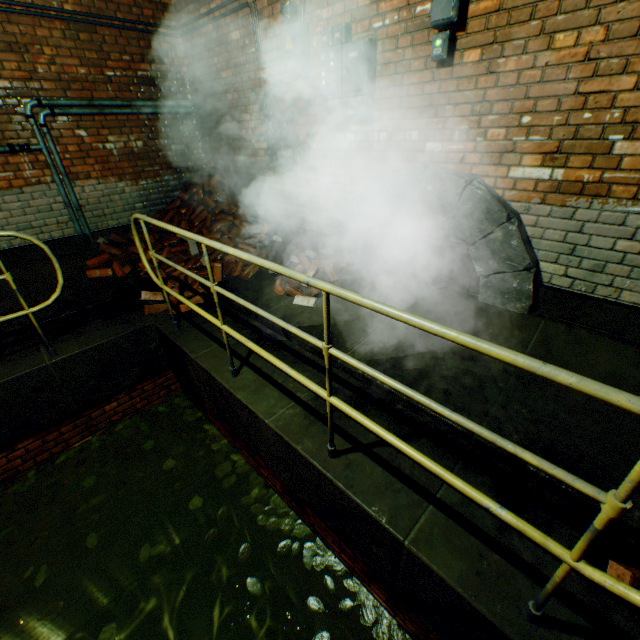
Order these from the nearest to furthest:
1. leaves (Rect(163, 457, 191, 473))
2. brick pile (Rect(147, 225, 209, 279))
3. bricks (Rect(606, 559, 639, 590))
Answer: bricks (Rect(606, 559, 639, 590)) → leaves (Rect(163, 457, 191, 473)) → brick pile (Rect(147, 225, 209, 279))

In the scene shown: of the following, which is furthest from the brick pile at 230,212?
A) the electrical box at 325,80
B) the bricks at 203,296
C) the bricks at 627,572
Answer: the bricks at 627,572

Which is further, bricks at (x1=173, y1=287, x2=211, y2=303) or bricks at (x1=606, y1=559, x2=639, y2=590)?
bricks at (x1=173, y1=287, x2=211, y2=303)

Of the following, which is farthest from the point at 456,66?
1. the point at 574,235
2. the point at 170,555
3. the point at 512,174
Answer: the point at 170,555

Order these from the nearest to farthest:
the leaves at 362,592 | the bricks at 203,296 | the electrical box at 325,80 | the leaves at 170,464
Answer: the leaves at 362,592 → the electrical box at 325,80 → the leaves at 170,464 → the bricks at 203,296

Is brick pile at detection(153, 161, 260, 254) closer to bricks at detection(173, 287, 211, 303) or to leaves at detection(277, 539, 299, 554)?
bricks at detection(173, 287, 211, 303)

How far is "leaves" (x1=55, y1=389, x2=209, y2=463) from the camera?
3.8 meters

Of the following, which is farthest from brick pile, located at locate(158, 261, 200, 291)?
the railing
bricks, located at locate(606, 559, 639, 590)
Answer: bricks, located at locate(606, 559, 639, 590)
